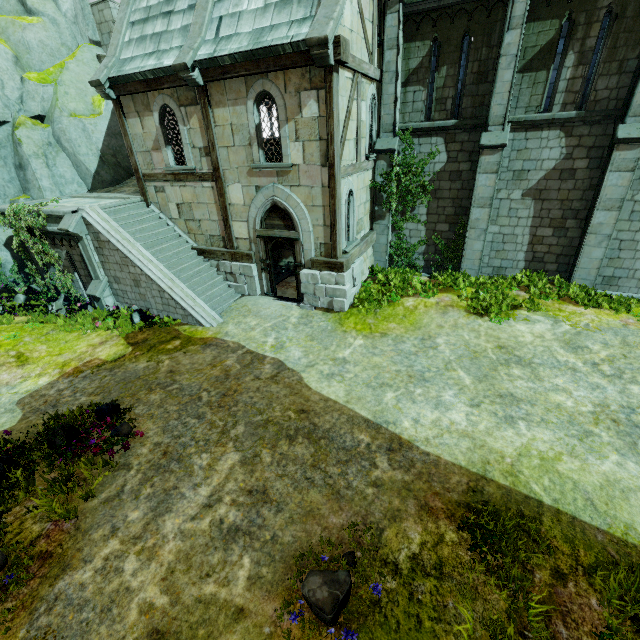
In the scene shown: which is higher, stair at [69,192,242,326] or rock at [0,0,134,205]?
rock at [0,0,134,205]

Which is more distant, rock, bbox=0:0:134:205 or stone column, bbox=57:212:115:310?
rock, bbox=0:0:134:205

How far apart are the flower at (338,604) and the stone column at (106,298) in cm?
1186

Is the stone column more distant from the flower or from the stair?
the flower

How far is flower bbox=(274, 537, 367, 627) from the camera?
4.2m

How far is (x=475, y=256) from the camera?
12.5 meters

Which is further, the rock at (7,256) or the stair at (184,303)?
the rock at (7,256)

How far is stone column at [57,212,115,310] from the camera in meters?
10.9
